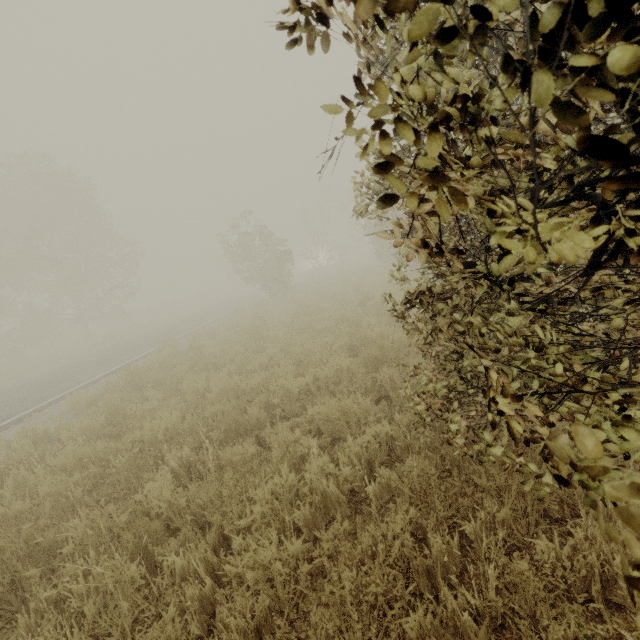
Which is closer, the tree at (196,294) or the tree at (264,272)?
the tree at (264,272)

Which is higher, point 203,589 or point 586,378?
point 586,378

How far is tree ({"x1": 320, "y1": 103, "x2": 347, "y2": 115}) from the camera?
0.6m

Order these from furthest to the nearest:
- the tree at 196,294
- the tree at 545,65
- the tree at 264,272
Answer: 1. the tree at 196,294
2. the tree at 264,272
3. the tree at 545,65

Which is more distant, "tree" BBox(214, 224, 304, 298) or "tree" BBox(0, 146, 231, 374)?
"tree" BBox(0, 146, 231, 374)

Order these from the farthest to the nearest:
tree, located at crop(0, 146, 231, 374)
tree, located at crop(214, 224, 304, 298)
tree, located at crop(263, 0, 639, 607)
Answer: tree, located at crop(0, 146, 231, 374) → tree, located at crop(214, 224, 304, 298) → tree, located at crop(263, 0, 639, 607)
